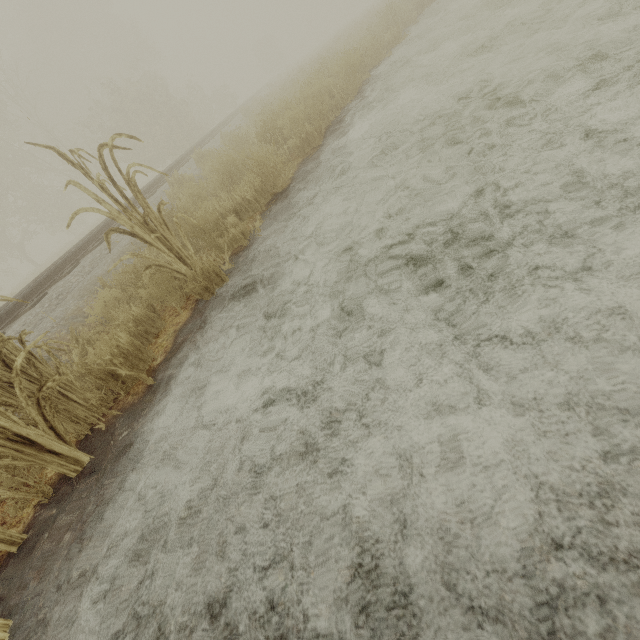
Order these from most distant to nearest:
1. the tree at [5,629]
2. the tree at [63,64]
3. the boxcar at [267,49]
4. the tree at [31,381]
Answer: the boxcar at [267,49]
the tree at [63,64]
the tree at [31,381]
the tree at [5,629]

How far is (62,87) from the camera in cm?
2898

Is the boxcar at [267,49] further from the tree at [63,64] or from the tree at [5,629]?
the tree at [5,629]

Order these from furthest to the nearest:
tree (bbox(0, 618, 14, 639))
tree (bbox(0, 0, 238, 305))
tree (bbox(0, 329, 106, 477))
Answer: tree (bbox(0, 0, 238, 305)) → tree (bbox(0, 329, 106, 477)) → tree (bbox(0, 618, 14, 639))

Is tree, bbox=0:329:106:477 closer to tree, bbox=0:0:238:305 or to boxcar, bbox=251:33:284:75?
tree, bbox=0:0:238:305

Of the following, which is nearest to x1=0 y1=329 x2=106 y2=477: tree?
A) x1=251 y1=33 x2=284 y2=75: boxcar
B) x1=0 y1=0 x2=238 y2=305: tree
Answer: x1=0 y1=0 x2=238 y2=305: tree

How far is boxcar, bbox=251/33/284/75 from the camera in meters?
48.7 m

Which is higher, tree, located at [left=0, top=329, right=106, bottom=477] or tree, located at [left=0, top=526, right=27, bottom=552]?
tree, located at [left=0, top=329, right=106, bottom=477]
